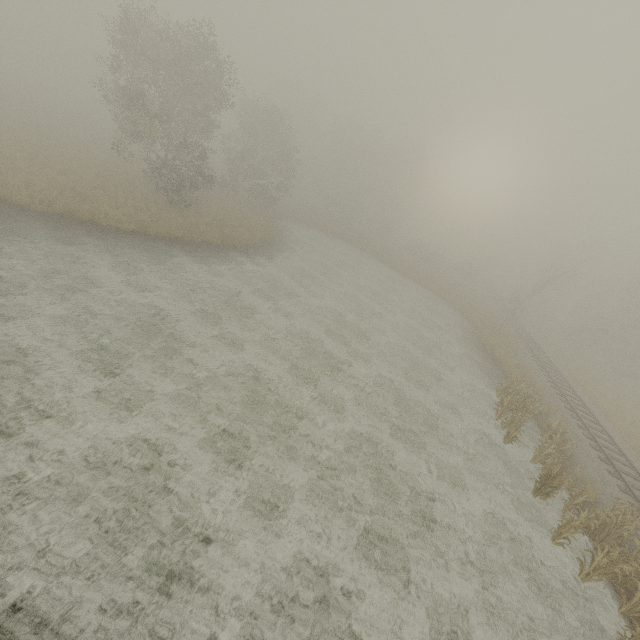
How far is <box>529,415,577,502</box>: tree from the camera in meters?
12.2

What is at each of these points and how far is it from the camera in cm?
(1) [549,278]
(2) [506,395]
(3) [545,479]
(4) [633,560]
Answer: (1) tree, 2866
(2) tree, 1839
(3) tree, 1236
(4) tree, 966

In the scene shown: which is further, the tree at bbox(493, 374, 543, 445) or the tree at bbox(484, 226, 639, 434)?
the tree at bbox(484, 226, 639, 434)

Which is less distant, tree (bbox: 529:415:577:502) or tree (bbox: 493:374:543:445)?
tree (bbox: 529:415:577:502)

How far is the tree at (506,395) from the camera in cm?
1506

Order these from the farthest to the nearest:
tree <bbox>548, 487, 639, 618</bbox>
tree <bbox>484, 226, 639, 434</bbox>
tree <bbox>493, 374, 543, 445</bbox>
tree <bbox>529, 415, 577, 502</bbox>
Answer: tree <bbox>484, 226, 639, 434</bbox>
tree <bbox>493, 374, 543, 445</bbox>
tree <bbox>529, 415, 577, 502</bbox>
tree <bbox>548, 487, 639, 618</bbox>

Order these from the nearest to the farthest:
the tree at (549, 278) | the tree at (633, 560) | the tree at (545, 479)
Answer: the tree at (633, 560) → the tree at (545, 479) → the tree at (549, 278)
